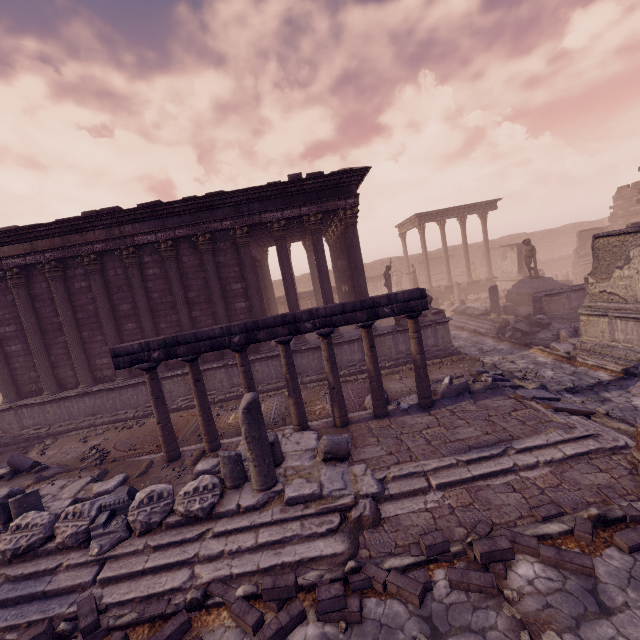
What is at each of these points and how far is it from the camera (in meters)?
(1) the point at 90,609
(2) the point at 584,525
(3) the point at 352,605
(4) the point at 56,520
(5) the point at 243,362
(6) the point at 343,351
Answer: (1) stone blocks, 4.38
(2) stone blocks, 4.46
(3) stone blocks, 3.99
(4) building debris, 5.71
(5) column, 7.90
(6) building, 12.80

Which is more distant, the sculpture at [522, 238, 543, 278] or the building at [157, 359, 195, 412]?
the sculpture at [522, 238, 543, 278]

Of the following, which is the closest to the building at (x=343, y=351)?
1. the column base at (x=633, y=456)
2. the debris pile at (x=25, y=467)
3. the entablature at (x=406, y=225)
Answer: the debris pile at (x=25, y=467)

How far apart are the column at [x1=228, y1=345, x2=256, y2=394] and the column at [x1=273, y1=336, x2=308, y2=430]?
0.60m

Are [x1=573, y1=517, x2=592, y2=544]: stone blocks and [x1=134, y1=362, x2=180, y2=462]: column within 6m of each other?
no

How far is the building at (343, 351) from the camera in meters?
12.6

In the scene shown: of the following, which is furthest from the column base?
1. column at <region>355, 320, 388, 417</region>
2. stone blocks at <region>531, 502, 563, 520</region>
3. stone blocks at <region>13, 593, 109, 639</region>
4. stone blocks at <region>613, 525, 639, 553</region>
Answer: stone blocks at <region>13, 593, 109, 639</region>

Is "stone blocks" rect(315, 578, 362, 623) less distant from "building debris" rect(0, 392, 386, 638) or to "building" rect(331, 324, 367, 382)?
"building debris" rect(0, 392, 386, 638)
